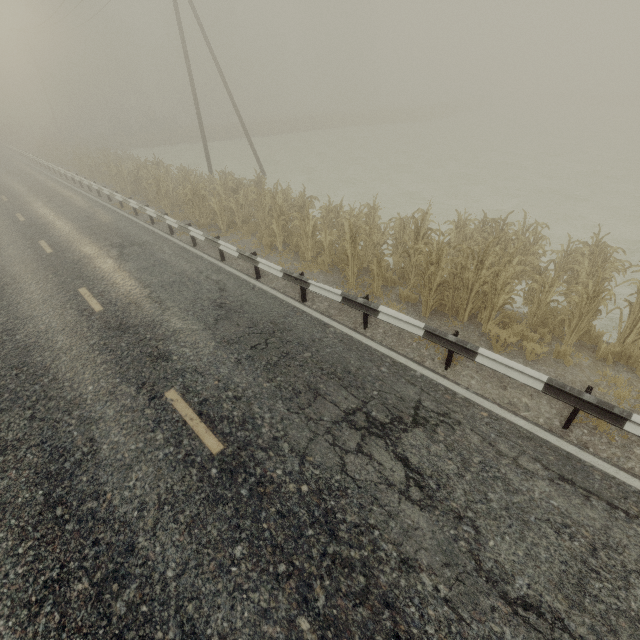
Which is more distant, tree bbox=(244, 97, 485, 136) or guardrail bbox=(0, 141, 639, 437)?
tree bbox=(244, 97, 485, 136)

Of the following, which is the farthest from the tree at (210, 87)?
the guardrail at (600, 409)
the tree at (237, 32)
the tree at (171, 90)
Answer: the guardrail at (600, 409)

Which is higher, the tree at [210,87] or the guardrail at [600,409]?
the tree at [210,87]

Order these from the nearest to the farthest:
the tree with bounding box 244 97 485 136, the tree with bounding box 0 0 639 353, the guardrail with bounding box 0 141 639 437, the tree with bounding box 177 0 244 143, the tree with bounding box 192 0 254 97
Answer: the guardrail with bounding box 0 141 639 437 < the tree with bounding box 0 0 639 353 < the tree with bounding box 177 0 244 143 < the tree with bounding box 244 97 485 136 < the tree with bounding box 192 0 254 97

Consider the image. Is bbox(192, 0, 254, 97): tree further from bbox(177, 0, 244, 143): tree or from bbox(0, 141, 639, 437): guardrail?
bbox(0, 141, 639, 437): guardrail

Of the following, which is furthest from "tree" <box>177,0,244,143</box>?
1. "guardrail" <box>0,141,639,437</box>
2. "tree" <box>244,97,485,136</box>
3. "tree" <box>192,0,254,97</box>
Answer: "guardrail" <box>0,141,639,437</box>

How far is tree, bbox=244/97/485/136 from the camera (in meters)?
42.78

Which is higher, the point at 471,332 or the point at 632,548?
the point at 632,548
